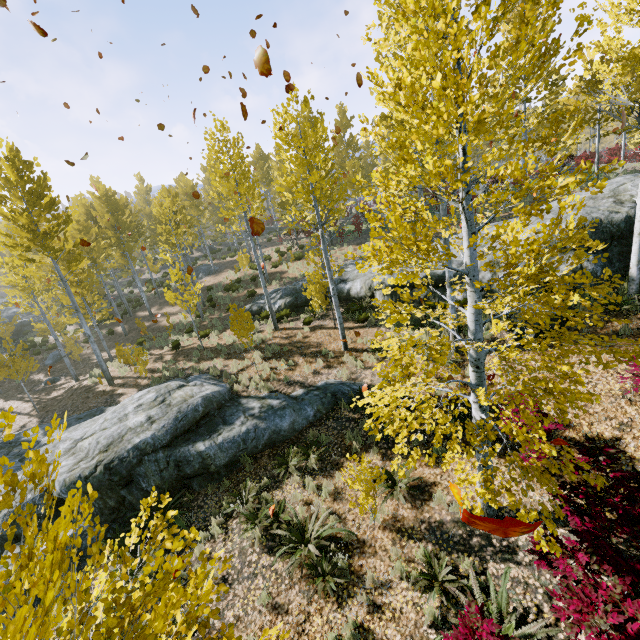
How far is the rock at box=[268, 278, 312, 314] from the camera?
16.7 meters

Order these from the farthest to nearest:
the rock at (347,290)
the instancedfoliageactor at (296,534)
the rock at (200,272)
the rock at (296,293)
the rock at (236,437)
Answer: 1. the rock at (200,272)
2. the rock at (296,293)
3. the rock at (347,290)
4. the rock at (236,437)
5. the instancedfoliageactor at (296,534)

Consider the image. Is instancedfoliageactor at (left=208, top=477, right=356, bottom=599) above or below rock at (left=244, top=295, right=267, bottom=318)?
below

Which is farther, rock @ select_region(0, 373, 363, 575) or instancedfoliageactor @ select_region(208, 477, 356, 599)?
rock @ select_region(0, 373, 363, 575)

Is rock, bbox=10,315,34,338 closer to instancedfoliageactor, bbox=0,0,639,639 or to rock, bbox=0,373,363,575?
instancedfoliageactor, bbox=0,0,639,639

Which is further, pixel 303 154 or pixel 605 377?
pixel 303 154

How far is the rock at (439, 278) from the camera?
12.7 meters

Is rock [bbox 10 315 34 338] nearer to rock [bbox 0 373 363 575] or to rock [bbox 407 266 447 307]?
rock [bbox 0 373 363 575]
